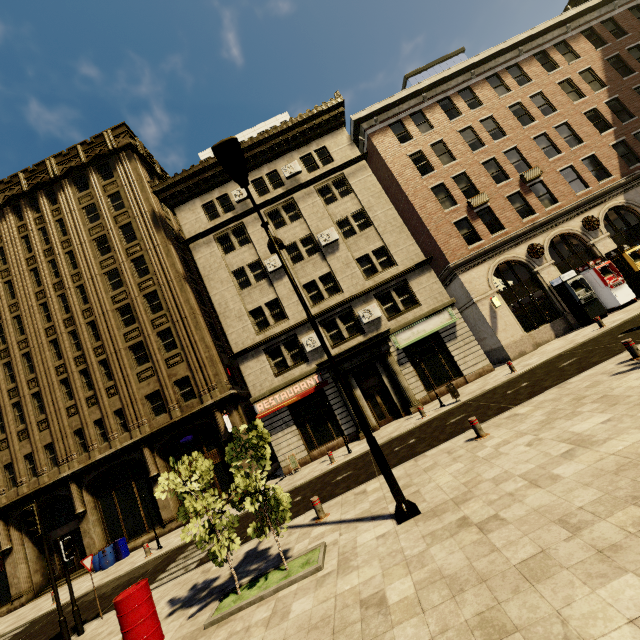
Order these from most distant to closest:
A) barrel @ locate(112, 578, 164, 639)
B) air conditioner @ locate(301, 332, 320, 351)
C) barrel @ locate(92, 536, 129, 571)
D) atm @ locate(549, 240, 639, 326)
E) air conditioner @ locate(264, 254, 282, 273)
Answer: air conditioner @ locate(264, 254, 282, 273) < air conditioner @ locate(301, 332, 320, 351) < atm @ locate(549, 240, 639, 326) < barrel @ locate(92, 536, 129, 571) < barrel @ locate(112, 578, 164, 639)

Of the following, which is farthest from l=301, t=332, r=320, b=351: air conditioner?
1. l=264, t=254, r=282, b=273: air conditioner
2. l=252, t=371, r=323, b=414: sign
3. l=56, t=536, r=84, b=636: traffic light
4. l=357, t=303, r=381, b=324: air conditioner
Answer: l=56, t=536, r=84, b=636: traffic light

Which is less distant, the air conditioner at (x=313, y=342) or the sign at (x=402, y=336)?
the sign at (x=402, y=336)

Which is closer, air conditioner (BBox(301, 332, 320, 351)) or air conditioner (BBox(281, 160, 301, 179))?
air conditioner (BBox(301, 332, 320, 351))

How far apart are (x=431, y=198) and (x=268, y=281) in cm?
1254

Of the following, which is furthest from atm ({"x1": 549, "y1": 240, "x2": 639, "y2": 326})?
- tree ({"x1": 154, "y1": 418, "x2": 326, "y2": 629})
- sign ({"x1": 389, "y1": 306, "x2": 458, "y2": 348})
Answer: tree ({"x1": 154, "y1": 418, "x2": 326, "y2": 629})

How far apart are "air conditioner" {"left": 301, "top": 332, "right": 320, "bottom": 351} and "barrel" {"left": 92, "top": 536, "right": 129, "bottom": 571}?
15.07m

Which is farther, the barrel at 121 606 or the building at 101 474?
the building at 101 474
